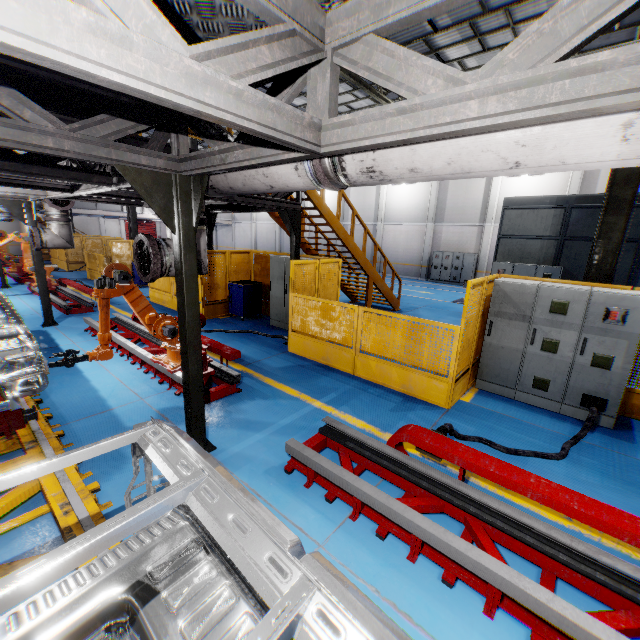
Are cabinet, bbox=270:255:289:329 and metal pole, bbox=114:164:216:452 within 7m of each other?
yes

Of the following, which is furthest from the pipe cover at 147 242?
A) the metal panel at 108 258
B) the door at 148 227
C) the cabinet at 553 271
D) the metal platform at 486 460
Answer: the door at 148 227

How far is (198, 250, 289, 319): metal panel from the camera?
10.4m

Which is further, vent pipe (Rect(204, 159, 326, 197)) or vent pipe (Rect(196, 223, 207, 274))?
vent pipe (Rect(196, 223, 207, 274))

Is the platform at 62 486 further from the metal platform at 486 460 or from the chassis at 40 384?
the metal platform at 486 460

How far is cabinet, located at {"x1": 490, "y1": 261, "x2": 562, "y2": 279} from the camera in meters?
10.7 m

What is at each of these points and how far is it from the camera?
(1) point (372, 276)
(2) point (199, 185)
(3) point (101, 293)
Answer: (1) metal stair, 11.3m
(2) metal pole, 3.3m
(3) robot arm, 4.8m

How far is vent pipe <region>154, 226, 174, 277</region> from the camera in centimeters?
392cm
